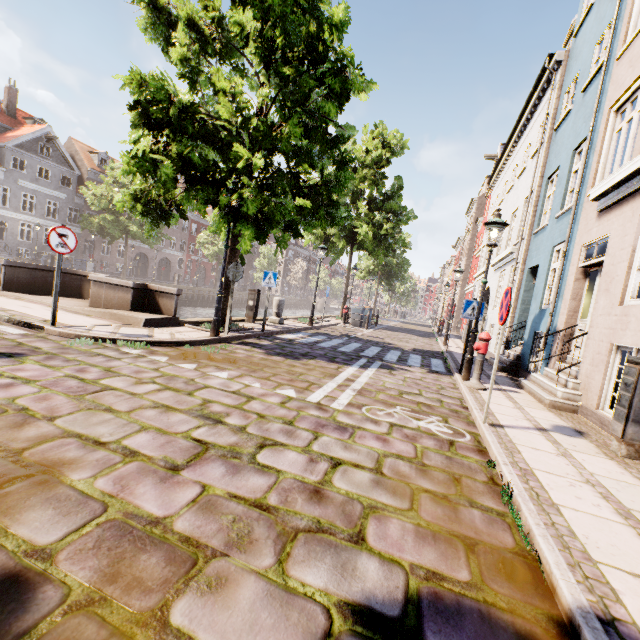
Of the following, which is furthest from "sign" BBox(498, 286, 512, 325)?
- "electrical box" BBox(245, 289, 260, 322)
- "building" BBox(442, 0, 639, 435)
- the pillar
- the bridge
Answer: "building" BBox(442, 0, 639, 435)

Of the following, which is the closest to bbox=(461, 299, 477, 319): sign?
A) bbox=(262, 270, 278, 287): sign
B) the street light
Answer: the street light

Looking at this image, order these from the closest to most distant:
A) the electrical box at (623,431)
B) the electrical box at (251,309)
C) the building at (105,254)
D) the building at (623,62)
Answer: the electrical box at (623,431)
the building at (623,62)
the electrical box at (251,309)
the building at (105,254)

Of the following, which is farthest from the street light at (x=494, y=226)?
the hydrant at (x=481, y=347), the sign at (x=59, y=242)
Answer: the sign at (x=59, y=242)

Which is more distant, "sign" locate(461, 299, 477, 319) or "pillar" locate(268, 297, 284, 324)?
"pillar" locate(268, 297, 284, 324)

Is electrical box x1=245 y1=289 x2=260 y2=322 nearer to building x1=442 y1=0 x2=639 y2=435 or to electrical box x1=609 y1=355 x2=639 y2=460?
electrical box x1=609 y1=355 x2=639 y2=460

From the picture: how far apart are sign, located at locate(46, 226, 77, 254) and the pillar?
7.4 meters

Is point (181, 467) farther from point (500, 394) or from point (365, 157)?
point (365, 157)
